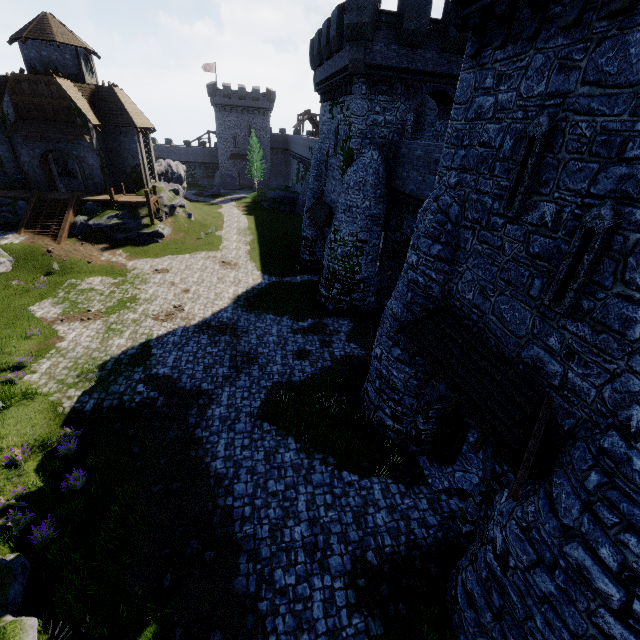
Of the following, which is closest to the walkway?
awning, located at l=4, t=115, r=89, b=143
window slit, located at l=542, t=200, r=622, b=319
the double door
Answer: the double door

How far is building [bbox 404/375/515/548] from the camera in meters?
8.7 m

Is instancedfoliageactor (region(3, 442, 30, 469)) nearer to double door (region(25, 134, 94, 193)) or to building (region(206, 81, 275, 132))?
double door (region(25, 134, 94, 193))

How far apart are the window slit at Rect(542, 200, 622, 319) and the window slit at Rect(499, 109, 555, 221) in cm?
134

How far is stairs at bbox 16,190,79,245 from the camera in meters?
26.2 m

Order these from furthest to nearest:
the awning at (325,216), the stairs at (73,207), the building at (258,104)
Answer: the building at (258,104)
the stairs at (73,207)
the awning at (325,216)

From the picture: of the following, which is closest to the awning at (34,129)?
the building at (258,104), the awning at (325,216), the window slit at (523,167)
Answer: the awning at (325,216)

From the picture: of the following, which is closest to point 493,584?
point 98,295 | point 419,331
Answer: point 419,331
